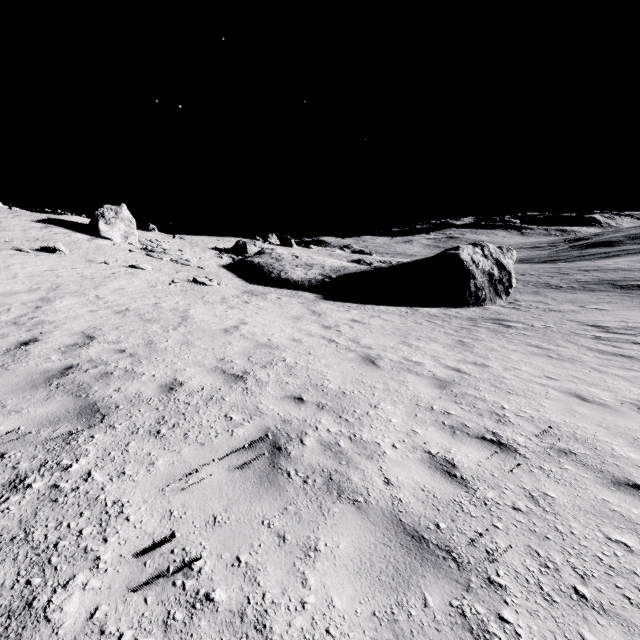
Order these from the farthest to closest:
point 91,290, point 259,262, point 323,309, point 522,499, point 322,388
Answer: point 259,262 → point 323,309 → point 91,290 → point 322,388 → point 522,499

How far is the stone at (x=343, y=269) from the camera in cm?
2470

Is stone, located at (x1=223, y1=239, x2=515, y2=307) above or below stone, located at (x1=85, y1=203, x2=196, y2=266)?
below

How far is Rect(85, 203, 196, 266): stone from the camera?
25.2 meters
